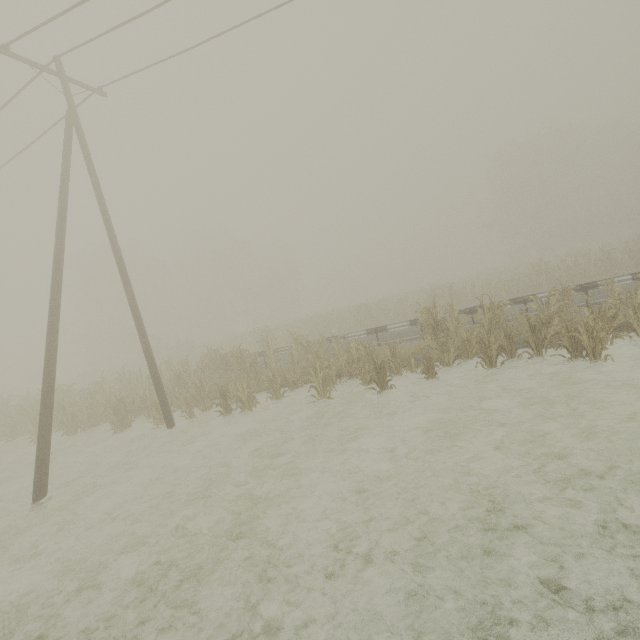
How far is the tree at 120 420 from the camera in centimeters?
1334cm

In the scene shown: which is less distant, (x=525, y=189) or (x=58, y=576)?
(x=58, y=576)

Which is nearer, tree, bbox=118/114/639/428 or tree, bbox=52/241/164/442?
tree, bbox=118/114/639/428

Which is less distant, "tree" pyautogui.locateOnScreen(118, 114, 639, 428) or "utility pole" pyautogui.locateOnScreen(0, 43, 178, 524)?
"utility pole" pyautogui.locateOnScreen(0, 43, 178, 524)

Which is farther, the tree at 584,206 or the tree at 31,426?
the tree at 31,426

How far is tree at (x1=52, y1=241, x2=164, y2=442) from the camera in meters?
13.3 m

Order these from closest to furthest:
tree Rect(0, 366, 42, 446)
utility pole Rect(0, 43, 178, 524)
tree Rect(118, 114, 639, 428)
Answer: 1. utility pole Rect(0, 43, 178, 524)
2. tree Rect(118, 114, 639, 428)
3. tree Rect(0, 366, 42, 446)
